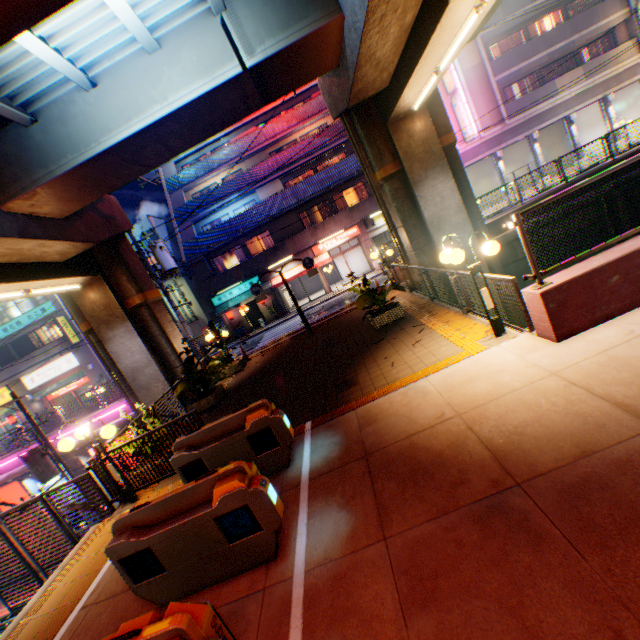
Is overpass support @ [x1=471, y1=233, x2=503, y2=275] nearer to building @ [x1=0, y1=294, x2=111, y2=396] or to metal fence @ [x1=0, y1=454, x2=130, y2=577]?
metal fence @ [x1=0, y1=454, x2=130, y2=577]

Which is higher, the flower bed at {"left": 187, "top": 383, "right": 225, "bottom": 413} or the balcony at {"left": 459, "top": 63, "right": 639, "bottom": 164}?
the balcony at {"left": 459, "top": 63, "right": 639, "bottom": 164}

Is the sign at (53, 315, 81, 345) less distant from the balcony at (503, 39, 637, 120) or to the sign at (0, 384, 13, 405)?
the sign at (0, 384, 13, 405)

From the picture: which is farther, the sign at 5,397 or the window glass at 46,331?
the sign at 5,397

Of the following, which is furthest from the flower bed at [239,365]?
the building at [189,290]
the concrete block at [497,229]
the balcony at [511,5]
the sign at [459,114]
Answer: the balcony at [511,5]

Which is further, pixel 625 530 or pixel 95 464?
pixel 95 464

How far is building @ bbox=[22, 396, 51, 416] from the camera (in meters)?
28.75

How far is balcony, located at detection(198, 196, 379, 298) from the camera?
24.36m
